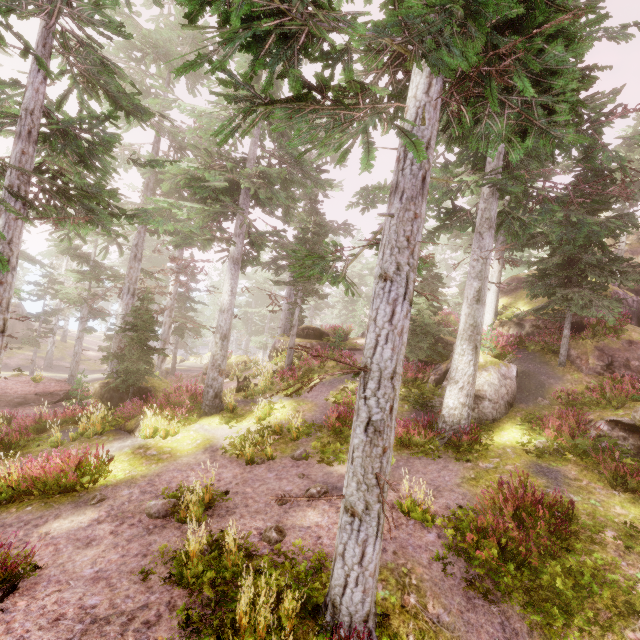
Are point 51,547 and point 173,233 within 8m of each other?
no

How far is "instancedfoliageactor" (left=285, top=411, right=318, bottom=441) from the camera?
12.43m

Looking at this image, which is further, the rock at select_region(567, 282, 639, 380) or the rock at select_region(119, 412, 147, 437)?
the rock at select_region(567, 282, 639, 380)

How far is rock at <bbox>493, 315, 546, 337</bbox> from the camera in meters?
18.1 m

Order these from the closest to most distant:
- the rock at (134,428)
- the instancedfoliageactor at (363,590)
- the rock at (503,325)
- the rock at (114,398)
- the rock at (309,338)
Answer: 1. the instancedfoliageactor at (363,590)
2. the rock at (134,428)
3. the rock at (114,398)
4. the rock at (503,325)
5. the rock at (309,338)

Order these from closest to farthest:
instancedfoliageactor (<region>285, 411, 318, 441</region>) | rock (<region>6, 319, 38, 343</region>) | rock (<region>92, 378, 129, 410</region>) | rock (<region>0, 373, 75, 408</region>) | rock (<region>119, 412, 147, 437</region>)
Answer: instancedfoliageactor (<region>285, 411, 318, 441</region>) < rock (<region>119, 412, 147, 437</region>) < rock (<region>92, 378, 129, 410</region>) < rock (<region>0, 373, 75, 408</region>) < rock (<region>6, 319, 38, 343</region>)

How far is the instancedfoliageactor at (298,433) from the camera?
12.4m
